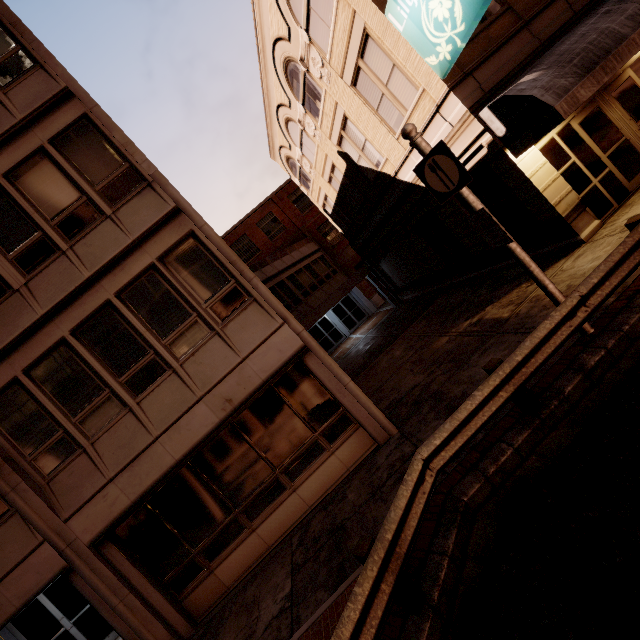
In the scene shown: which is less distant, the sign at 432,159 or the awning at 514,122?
the sign at 432,159

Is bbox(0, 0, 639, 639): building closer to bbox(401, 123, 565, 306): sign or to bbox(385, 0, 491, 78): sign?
bbox(385, 0, 491, 78): sign

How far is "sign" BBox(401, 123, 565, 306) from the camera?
5.28m

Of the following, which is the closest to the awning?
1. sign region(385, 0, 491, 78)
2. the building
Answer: the building

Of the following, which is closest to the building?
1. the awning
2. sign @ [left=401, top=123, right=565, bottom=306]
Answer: the awning

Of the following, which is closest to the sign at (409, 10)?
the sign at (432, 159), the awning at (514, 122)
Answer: the awning at (514, 122)

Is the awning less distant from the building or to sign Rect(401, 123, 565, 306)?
the building

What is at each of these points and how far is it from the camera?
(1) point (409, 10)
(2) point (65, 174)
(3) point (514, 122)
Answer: (1) sign, 7.7m
(2) building, 7.6m
(3) awning, 7.7m
